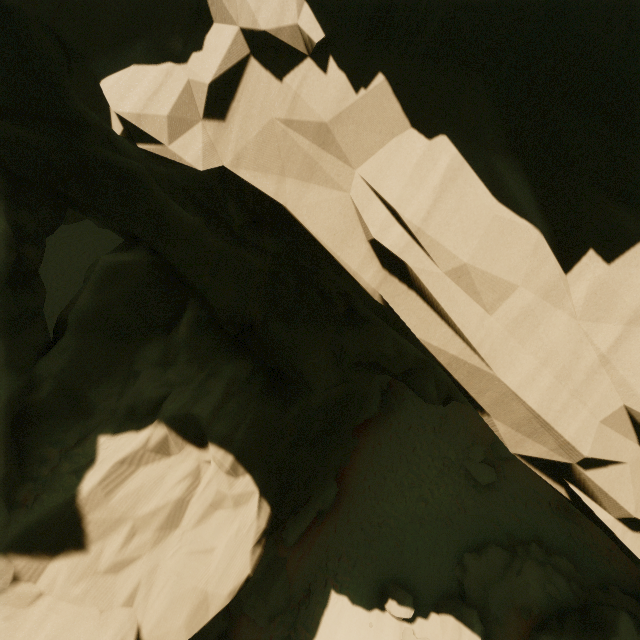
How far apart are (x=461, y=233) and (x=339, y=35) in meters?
3.5 m

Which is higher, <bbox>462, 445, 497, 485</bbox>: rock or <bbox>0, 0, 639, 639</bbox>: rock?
<bbox>0, 0, 639, 639</bbox>: rock

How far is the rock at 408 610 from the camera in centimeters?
1331cm

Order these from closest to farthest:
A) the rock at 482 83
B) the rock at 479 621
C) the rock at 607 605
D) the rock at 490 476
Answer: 1. the rock at 482 83
2. the rock at 607 605
3. the rock at 479 621
4. the rock at 490 476

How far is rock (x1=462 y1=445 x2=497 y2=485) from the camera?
18.2 meters

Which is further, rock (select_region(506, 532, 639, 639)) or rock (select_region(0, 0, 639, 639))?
rock (select_region(506, 532, 639, 639))
